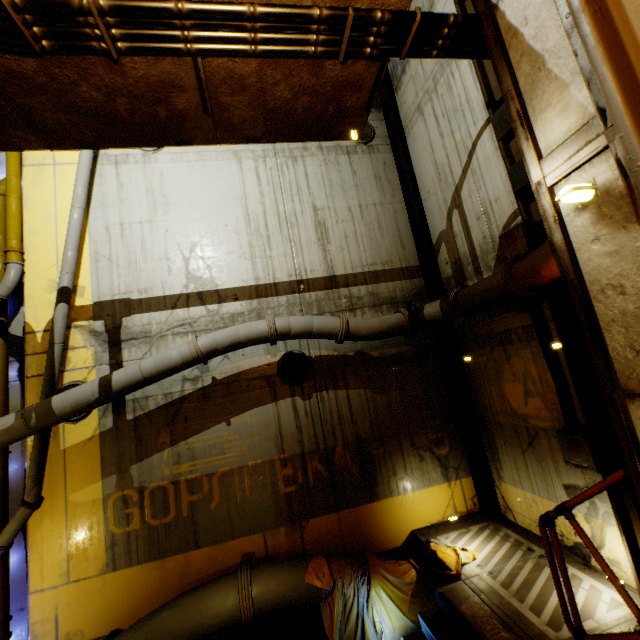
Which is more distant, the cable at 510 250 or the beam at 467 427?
the beam at 467 427

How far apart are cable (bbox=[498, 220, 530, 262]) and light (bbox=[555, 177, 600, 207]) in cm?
368

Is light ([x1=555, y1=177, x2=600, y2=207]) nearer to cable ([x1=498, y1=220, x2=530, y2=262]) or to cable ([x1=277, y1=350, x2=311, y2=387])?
cable ([x1=498, y1=220, x2=530, y2=262])

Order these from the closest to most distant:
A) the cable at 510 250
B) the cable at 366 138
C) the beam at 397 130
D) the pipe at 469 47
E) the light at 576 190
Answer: the light at 576 190, the pipe at 469 47, the cable at 510 250, the beam at 397 130, the cable at 366 138

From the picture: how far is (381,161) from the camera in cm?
920

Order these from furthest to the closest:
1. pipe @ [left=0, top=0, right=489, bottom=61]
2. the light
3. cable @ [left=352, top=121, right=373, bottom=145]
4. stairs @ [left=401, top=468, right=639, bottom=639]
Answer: cable @ [left=352, top=121, right=373, bottom=145], stairs @ [left=401, top=468, right=639, bottom=639], pipe @ [left=0, top=0, right=489, bottom=61], the light

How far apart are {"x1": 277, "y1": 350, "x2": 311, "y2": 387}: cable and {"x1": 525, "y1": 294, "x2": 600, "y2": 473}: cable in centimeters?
451cm

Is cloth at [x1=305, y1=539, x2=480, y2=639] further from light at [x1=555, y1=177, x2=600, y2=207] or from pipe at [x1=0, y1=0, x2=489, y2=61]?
light at [x1=555, y1=177, x2=600, y2=207]
